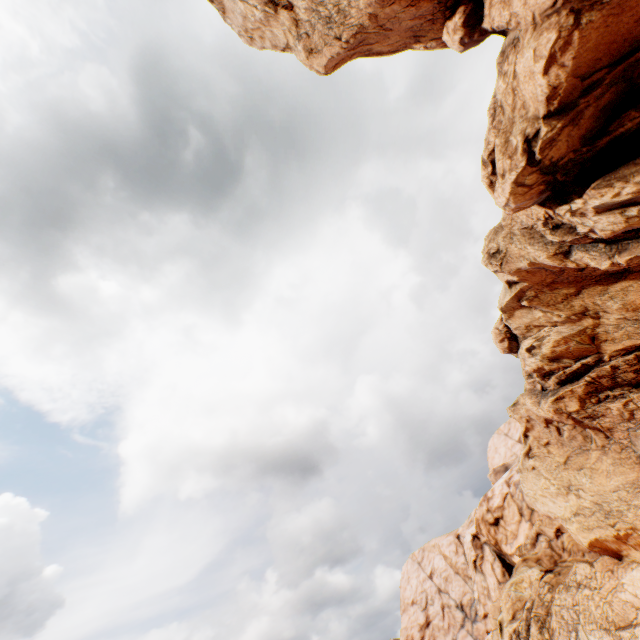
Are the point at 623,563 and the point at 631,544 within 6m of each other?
yes
